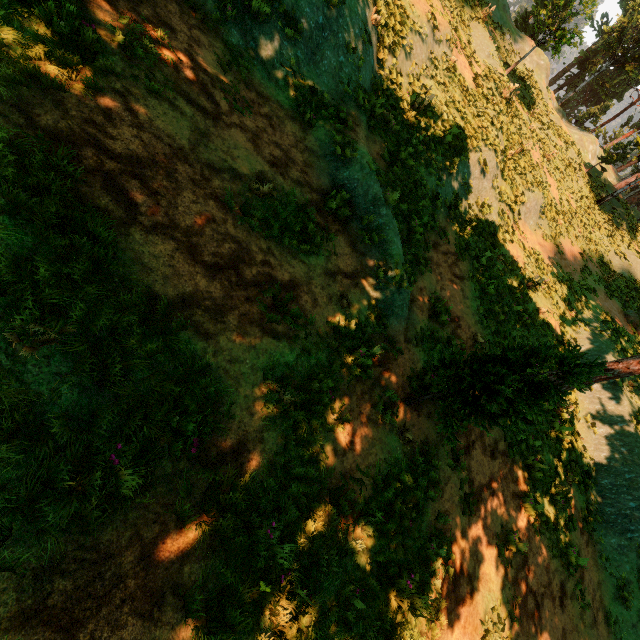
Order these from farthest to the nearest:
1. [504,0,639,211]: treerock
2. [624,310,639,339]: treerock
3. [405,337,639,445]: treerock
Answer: [504,0,639,211]: treerock
[624,310,639,339]: treerock
[405,337,639,445]: treerock

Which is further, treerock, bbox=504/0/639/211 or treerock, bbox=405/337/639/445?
treerock, bbox=504/0/639/211

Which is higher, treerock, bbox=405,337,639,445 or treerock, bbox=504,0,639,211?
treerock, bbox=504,0,639,211

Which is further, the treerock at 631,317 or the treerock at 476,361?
the treerock at 631,317

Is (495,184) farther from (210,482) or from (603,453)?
(210,482)
